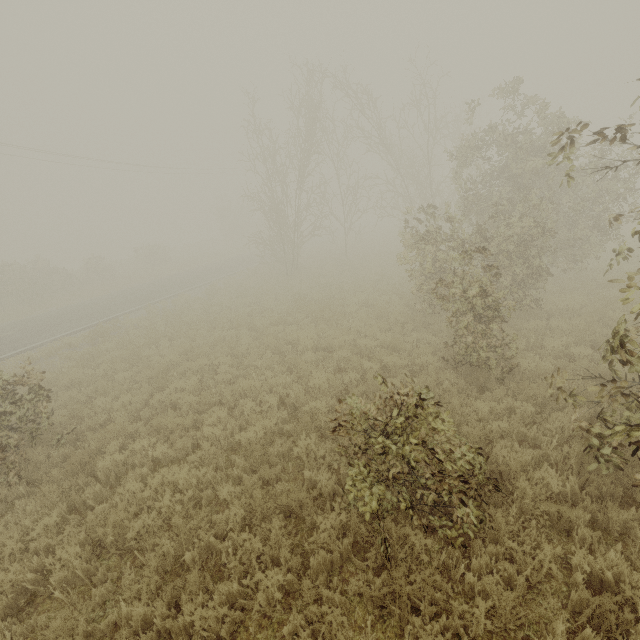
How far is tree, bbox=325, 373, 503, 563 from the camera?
4.0m

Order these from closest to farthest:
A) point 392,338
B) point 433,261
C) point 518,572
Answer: point 518,572 < point 392,338 < point 433,261

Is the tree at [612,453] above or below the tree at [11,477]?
above

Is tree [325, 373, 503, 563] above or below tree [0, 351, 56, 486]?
above

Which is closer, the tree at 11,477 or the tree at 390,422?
the tree at 390,422

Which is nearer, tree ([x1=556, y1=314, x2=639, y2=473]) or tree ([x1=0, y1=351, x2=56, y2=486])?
tree ([x1=556, y1=314, x2=639, y2=473])
